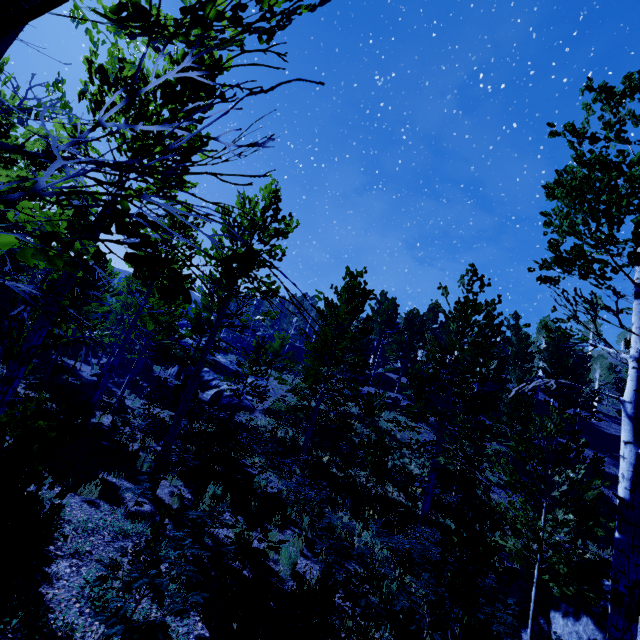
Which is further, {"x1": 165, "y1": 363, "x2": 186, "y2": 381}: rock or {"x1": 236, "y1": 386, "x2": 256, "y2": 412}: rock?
{"x1": 165, "y1": 363, "x2": 186, "y2": 381}: rock

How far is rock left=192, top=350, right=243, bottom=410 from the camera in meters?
24.4 m

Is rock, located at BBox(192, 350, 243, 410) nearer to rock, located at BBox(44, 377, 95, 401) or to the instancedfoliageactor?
the instancedfoliageactor

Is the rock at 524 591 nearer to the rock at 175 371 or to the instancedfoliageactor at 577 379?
the instancedfoliageactor at 577 379

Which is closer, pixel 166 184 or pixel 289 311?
pixel 289 311

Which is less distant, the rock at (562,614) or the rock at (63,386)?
the rock at (562,614)

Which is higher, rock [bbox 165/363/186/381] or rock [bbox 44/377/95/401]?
rock [bbox 165/363/186/381]

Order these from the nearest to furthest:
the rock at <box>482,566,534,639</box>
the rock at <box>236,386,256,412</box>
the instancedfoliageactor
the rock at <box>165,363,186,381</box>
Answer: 1. the instancedfoliageactor
2. the rock at <box>482,566,534,639</box>
3. the rock at <box>236,386,256,412</box>
4. the rock at <box>165,363,186,381</box>
